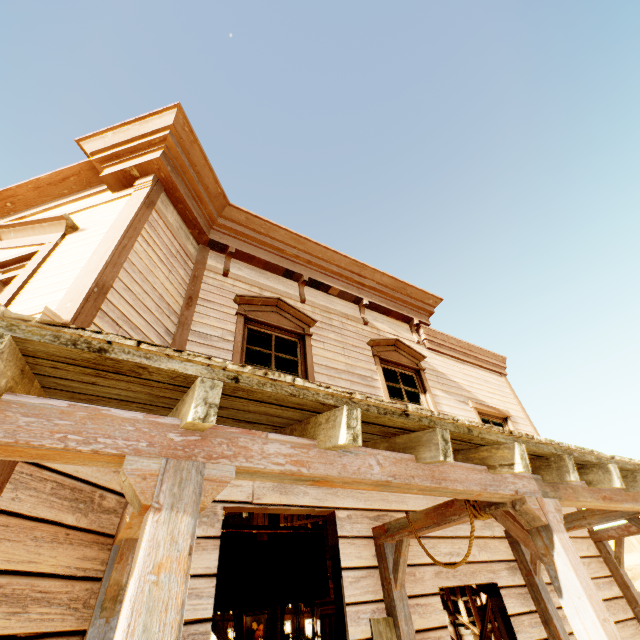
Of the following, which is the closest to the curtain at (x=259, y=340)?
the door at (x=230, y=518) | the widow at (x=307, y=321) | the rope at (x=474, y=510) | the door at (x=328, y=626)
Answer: the widow at (x=307, y=321)

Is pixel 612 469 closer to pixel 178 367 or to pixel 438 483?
pixel 438 483

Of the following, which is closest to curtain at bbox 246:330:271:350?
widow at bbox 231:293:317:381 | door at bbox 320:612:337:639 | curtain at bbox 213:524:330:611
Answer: widow at bbox 231:293:317:381

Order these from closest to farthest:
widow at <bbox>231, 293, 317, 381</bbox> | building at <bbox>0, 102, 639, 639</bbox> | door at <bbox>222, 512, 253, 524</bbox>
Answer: building at <bbox>0, 102, 639, 639</bbox>, widow at <bbox>231, 293, 317, 381</bbox>, door at <bbox>222, 512, 253, 524</bbox>

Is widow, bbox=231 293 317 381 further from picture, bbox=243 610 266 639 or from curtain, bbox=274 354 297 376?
picture, bbox=243 610 266 639

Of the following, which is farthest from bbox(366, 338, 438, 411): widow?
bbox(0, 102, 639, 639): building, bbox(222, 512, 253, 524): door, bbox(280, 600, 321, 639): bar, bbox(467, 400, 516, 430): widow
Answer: bbox(222, 512, 253, 524): door

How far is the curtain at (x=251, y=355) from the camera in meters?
4.6 m

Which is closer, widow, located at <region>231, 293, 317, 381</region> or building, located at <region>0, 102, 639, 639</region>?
building, located at <region>0, 102, 639, 639</region>
